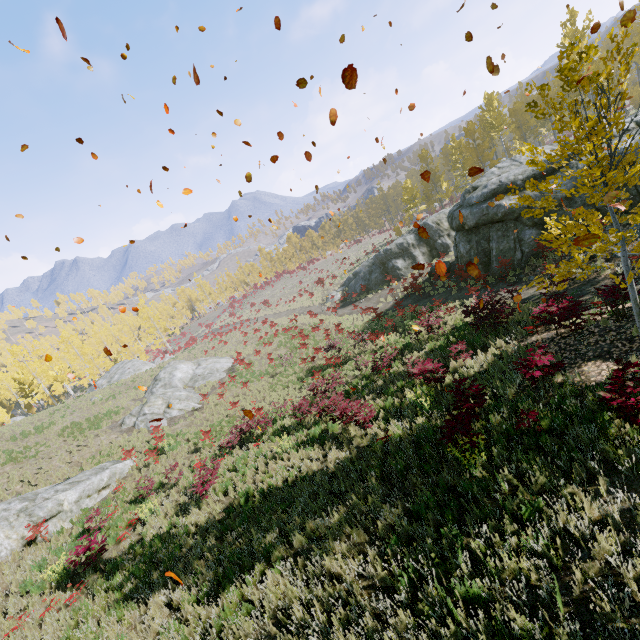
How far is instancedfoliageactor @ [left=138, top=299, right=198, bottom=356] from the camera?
51.8m

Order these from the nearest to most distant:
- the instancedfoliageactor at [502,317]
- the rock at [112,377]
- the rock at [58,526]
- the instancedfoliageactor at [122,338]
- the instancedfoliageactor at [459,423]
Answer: the instancedfoliageactor at [459,423] → the instancedfoliageactor at [502,317] → the rock at [58,526] → the rock at [112,377] → the instancedfoliageactor at [122,338]

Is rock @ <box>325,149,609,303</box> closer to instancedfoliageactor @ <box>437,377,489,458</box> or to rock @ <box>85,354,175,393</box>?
instancedfoliageactor @ <box>437,377,489,458</box>

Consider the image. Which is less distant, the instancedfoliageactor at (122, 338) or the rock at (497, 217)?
the rock at (497, 217)

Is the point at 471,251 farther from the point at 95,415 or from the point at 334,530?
the point at 95,415

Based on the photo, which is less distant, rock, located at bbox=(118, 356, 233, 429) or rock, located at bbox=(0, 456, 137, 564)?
rock, located at bbox=(0, 456, 137, 564)

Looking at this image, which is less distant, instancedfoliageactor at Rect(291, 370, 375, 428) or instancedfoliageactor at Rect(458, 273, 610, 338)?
instancedfoliageactor at Rect(458, 273, 610, 338)

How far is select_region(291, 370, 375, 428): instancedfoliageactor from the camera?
10.4m
